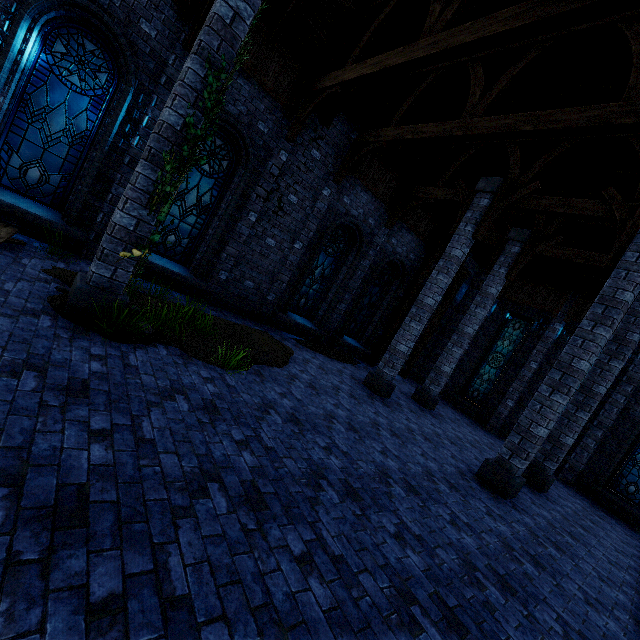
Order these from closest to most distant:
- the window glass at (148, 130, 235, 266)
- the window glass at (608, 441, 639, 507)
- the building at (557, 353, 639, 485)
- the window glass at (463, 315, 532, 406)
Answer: the window glass at (148, 130, 235, 266)
the window glass at (608, 441, 639, 507)
the building at (557, 353, 639, 485)
the window glass at (463, 315, 532, 406)

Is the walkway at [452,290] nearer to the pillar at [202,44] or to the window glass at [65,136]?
the pillar at [202,44]

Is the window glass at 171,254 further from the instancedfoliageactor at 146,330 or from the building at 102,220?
the instancedfoliageactor at 146,330

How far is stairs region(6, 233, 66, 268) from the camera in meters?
6.0 m

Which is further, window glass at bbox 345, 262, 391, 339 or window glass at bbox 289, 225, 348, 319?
window glass at bbox 345, 262, 391, 339

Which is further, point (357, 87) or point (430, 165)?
point (430, 165)

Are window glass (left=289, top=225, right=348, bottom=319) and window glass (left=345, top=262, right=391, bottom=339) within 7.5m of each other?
yes

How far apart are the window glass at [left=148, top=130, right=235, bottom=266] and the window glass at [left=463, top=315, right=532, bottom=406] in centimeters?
1391cm
